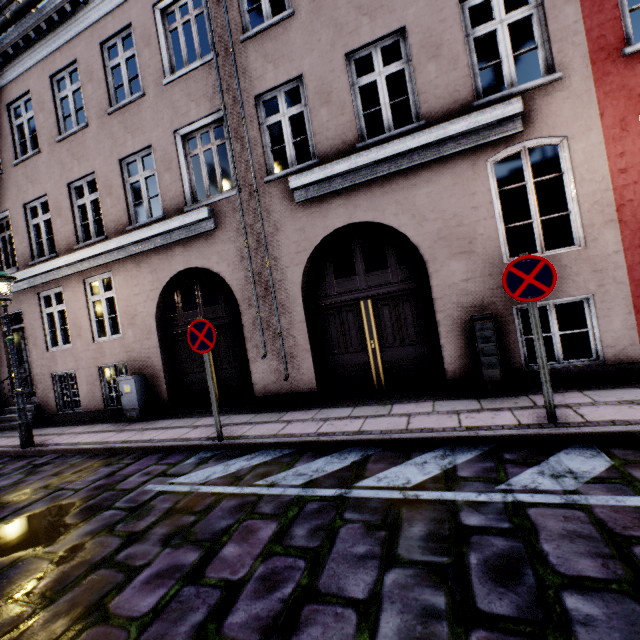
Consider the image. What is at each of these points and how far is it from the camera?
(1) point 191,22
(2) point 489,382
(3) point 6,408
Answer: (1) building, 7.3m
(2) electrical box, 5.1m
(3) building, 10.0m

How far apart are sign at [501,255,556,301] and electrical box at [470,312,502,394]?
1.3 meters

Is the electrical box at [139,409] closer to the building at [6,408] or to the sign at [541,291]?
the building at [6,408]

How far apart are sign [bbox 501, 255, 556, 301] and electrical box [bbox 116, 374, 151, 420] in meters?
7.9

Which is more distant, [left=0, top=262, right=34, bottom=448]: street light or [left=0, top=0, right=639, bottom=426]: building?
[left=0, top=262, right=34, bottom=448]: street light

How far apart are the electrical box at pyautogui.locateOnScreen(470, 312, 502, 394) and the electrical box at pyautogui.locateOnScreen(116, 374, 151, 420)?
7.51m

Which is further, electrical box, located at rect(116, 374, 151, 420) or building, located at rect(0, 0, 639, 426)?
electrical box, located at rect(116, 374, 151, 420)

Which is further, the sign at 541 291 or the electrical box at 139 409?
the electrical box at 139 409
